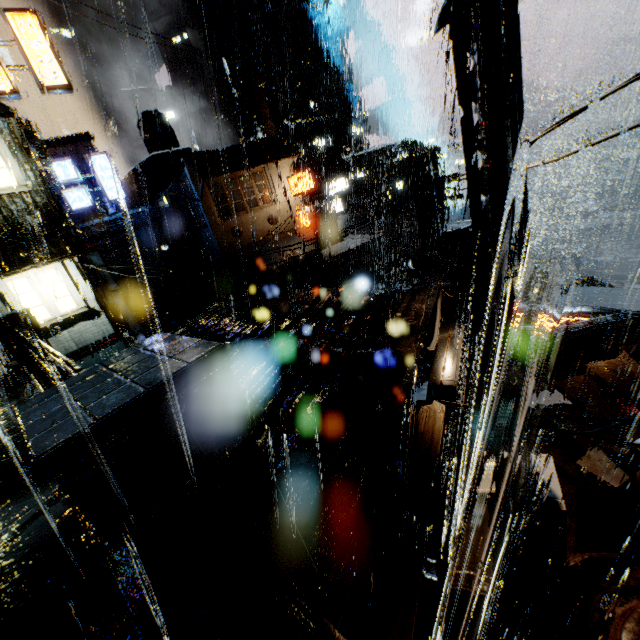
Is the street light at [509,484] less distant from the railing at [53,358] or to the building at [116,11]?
the railing at [53,358]

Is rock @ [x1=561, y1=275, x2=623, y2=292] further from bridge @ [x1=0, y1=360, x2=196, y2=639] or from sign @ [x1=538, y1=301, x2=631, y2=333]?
bridge @ [x1=0, y1=360, x2=196, y2=639]

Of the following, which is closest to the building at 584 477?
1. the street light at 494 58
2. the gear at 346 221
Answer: the street light at 494 58

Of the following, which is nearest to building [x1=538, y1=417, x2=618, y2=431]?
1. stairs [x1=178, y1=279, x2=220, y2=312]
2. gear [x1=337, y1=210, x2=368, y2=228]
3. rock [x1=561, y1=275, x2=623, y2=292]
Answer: stairs [x1=178, y1=279, x2=220, y2=312]

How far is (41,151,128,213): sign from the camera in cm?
1881

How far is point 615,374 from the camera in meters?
11.9

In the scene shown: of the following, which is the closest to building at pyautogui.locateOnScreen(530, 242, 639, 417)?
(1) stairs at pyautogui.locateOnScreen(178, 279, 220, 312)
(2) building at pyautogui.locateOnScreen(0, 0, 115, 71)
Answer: (1) stairs at pyautogui.locateOnScreen(178, 279, 220, 312)

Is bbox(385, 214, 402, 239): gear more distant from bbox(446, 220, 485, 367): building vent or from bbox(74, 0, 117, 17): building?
bbox(74, 0, 117, 17): building
